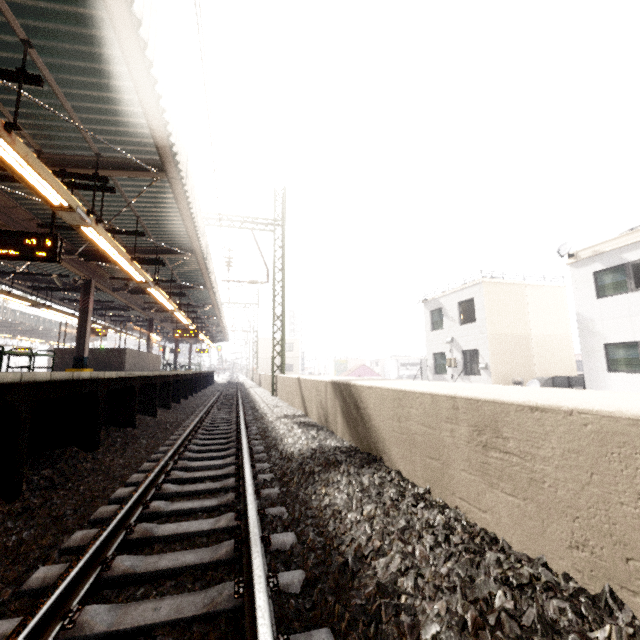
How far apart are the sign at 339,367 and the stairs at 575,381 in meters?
40.6 m

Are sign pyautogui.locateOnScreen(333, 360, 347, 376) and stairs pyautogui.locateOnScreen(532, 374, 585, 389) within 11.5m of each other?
no

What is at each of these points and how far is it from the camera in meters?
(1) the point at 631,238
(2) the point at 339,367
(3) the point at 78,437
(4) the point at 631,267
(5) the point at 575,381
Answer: (1) roof trim, 12.1 m
(2) sign, 55.6 m
(3) platform underside, 5.1 m
(4) window, 12.1 m
(5) stairs, 15.5 m

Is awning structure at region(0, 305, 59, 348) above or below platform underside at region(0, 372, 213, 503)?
above

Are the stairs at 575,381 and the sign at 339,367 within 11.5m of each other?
no

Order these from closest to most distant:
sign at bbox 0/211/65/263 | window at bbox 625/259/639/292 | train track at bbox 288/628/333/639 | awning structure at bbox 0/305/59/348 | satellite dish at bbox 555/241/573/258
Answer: train track at bbox 288/628/333/639 < sign at bbox 0/211/65/263 < window at bbox 625/259/639/292 < satellite dish at bbox 555/241/573/258 < awning structure at bbox 0/305/59/348

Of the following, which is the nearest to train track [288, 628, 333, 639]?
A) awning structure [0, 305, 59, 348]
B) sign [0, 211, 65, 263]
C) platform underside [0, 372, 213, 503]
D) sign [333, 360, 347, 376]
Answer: platform underside [0, 372, 213, 503]

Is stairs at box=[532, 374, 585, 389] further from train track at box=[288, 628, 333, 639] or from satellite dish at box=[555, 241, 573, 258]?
train track at box=[288, 628, 333, 639]
